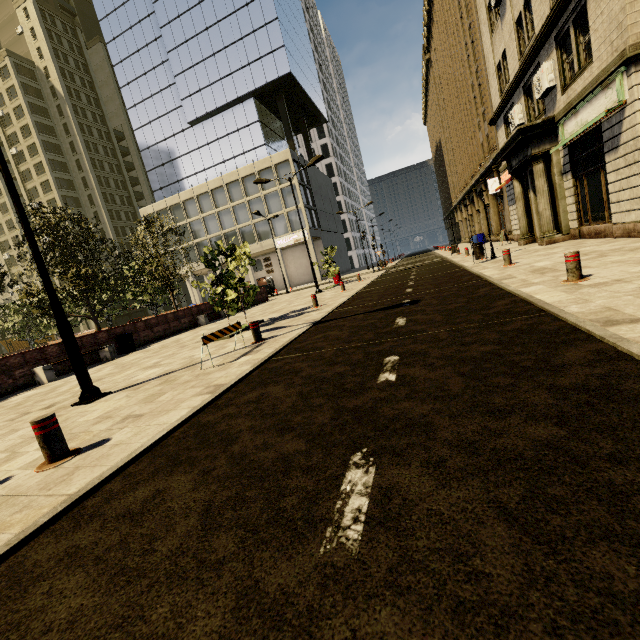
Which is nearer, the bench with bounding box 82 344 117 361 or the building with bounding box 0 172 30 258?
the bench with bounding box 82 344 117 361

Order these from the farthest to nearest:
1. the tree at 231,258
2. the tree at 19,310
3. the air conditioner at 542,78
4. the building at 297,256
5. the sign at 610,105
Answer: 1. the building at 297,256
2. the tree at 19,310
3. the air conditioner at 542,78
4. the tree at 231,258
5. the sign at 610,105

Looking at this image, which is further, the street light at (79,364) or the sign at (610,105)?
the sign at (610,105)

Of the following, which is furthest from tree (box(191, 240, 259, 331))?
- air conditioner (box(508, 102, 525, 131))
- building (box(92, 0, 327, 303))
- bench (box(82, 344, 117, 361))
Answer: air conditioner (box(508, 102, 525, 131))

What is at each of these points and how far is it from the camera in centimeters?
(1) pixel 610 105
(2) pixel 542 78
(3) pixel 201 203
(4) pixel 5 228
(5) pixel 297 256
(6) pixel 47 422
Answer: (1) sign, 947cm
(2) air conditioner, 1257cm
(3) building, 4525cm
(4) building, 5938cm
(5) building, 4762cm
(6) metal bar, 364cm

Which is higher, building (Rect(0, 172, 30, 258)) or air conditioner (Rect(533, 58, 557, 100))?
building (Rect(0, 172, 30, 258))

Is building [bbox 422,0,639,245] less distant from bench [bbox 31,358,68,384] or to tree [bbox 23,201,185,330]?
tree [bbox 23,201,185,330]

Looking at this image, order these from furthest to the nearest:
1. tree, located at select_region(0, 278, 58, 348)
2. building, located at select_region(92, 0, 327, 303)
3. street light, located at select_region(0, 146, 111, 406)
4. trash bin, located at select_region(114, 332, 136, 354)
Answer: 1. building, located at select_region(92, 0, 327, 303)
2. tree, located at select_region(0, 278, 58, 348)
3. trash bin, located at select_region(114, 332, 136, 354)
4. street light, located at select_region(0, 146, 111, 406)
